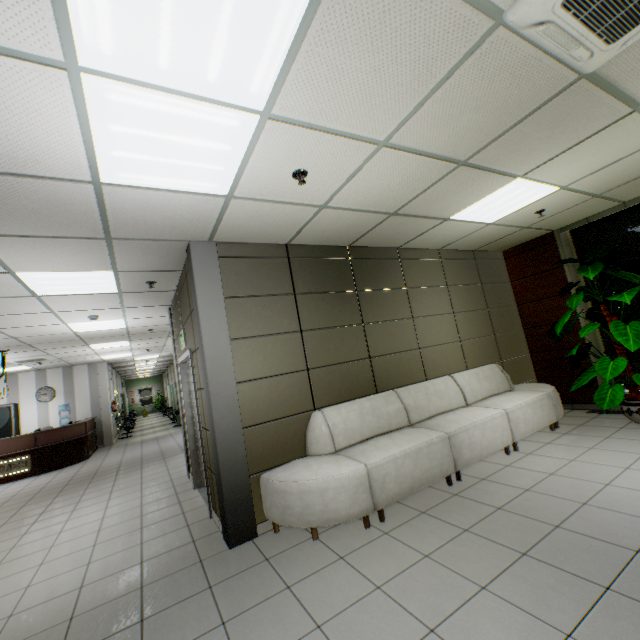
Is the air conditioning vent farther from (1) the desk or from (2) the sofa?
(1) the desk

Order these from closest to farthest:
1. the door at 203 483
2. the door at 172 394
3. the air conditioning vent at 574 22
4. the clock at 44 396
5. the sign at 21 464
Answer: the air conditioning vent at 574 22, the door at 203 483, the sign at 21 464, the clock at 44 396, the door at 172 394

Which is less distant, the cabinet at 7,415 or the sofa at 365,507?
the sofa at 365,507

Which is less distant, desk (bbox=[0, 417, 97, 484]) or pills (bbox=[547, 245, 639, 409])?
pills (bbox=[547, 245, 639, 409])

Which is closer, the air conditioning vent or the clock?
the air conditioning vent

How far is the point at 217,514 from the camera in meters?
3.8

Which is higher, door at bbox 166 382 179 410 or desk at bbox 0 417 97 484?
door at bbox 166 382 179 410

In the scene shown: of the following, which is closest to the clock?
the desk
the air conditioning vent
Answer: the desk
